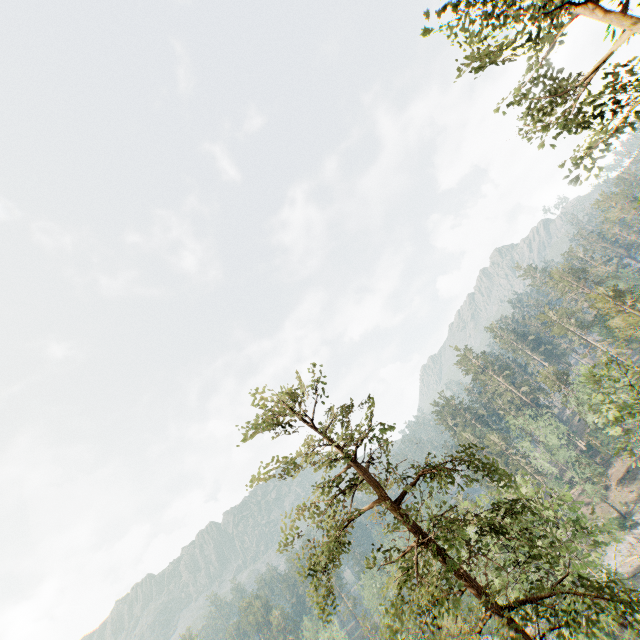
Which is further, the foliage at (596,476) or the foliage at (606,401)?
the foliage at (596,476)

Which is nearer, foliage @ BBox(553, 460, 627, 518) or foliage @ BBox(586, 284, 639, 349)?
foliage @ BBox(586, 284, 639, 349)

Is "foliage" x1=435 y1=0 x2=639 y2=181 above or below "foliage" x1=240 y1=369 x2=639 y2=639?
above

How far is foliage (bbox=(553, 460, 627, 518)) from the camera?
54.91m

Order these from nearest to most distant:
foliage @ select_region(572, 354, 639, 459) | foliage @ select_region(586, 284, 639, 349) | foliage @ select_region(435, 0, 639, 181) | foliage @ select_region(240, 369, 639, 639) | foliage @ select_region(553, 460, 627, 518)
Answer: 1. foliage @ select_region(435, 0, 639, 181)
2. foliage @ select_region(240, 369, 639, 639)
3. foliage @ select_region(572, 354, 639, 459)
4. foliage @ select_region(586, 284, 639, 349)
5. foliage @ select_region(553, 460, 627, 518)

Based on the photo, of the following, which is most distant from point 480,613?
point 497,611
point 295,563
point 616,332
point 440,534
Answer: point 616,332
